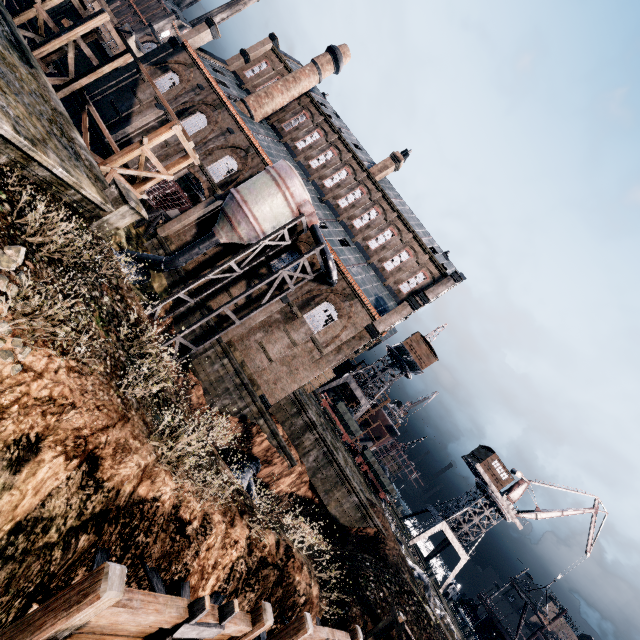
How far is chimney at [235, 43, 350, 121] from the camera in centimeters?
3553cm

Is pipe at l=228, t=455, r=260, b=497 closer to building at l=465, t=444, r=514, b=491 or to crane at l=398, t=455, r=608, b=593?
crane at l=398, t=455, r=608, b=593

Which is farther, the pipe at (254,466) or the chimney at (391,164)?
the chimney at (391,164)

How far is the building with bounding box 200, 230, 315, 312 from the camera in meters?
29.3

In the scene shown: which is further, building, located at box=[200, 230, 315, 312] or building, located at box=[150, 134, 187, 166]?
building, located at box=[150, 134, 187, 166]

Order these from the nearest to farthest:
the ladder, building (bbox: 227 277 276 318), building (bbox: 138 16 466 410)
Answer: the ladder < building (bbox: 138 16 466 410) < building (bbox: 227 277 276 318)

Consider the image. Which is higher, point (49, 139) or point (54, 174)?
point (49, 139)

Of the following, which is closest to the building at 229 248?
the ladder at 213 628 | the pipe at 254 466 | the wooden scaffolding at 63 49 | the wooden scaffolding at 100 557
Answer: the pipe at 254 466
